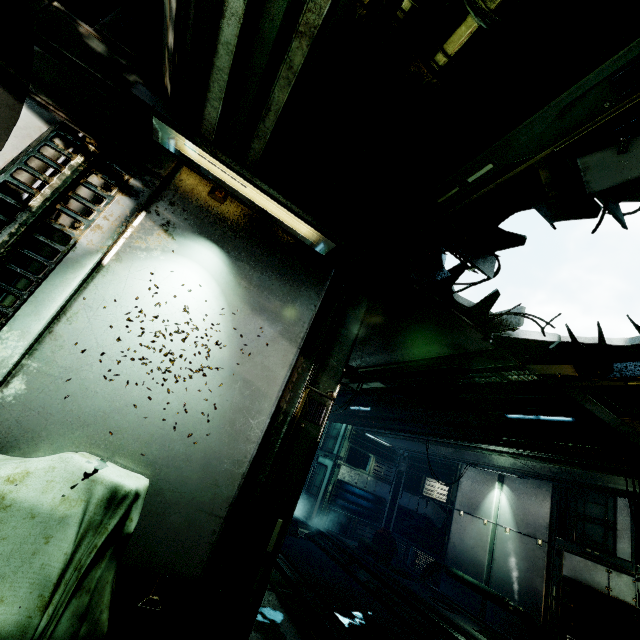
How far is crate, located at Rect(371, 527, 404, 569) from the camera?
11.9m

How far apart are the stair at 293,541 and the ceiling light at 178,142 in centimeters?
1129cm

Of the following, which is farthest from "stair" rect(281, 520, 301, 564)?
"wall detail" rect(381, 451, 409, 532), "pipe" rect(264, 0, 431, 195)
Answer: "pipe" rect(264, 0, 431, 195)

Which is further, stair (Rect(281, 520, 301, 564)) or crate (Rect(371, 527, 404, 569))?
crate (Rect(371, 527, 404, 569))

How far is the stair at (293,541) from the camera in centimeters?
1111cm

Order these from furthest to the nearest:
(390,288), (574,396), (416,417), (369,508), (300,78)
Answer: (369,508)
(416,417)
(574,396)
(390,288)
(300,78)

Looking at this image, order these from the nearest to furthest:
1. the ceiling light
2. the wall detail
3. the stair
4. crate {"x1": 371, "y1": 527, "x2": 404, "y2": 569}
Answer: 1. the ceiling light
2. the stair
3. crate {"x1": 371, "y1": 527, "x2": 404, "y2": 569}
4. the wall detail

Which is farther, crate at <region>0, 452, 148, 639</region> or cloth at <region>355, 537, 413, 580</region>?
cloth at <region>355, 537, 413, 580</region>
